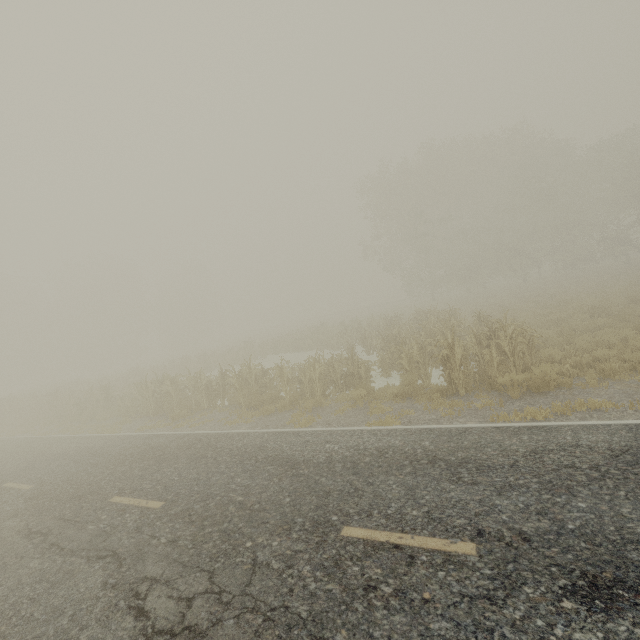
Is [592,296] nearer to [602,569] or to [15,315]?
[602,569]
